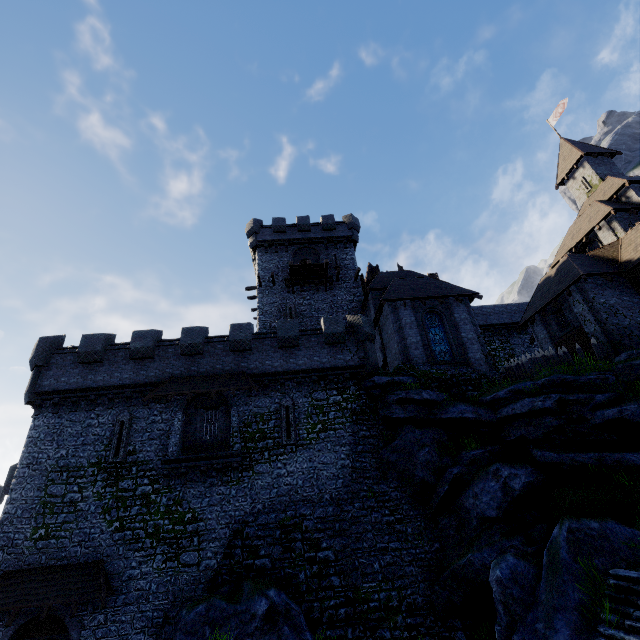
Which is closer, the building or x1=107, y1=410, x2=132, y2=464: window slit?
x1=107, y1=410, x2=132, y2=464: window slit

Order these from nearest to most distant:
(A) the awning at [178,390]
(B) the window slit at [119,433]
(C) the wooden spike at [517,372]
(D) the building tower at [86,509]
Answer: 1. (D) the building tower at [86,509]
2. (B) the window slit at [119,433]
3. (A) the awning at [178,390]
4. (C) the wooden spike at [517,372]

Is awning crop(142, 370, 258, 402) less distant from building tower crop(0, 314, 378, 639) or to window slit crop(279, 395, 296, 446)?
building tower crop(0, 314, 378, 639)

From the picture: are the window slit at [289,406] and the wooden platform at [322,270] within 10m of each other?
no

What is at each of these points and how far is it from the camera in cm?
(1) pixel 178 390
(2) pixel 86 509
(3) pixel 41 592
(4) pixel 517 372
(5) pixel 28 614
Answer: (1) awning, 1820
(2) building tower, 1617
(3) awning, 1414
(4) wooden spike, 1959
(5) building tower, 1409

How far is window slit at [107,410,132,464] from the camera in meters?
17.2 m

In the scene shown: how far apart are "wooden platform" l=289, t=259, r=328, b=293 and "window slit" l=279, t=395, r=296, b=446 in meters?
12.3 m

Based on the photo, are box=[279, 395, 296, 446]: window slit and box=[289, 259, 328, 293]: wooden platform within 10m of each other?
no
